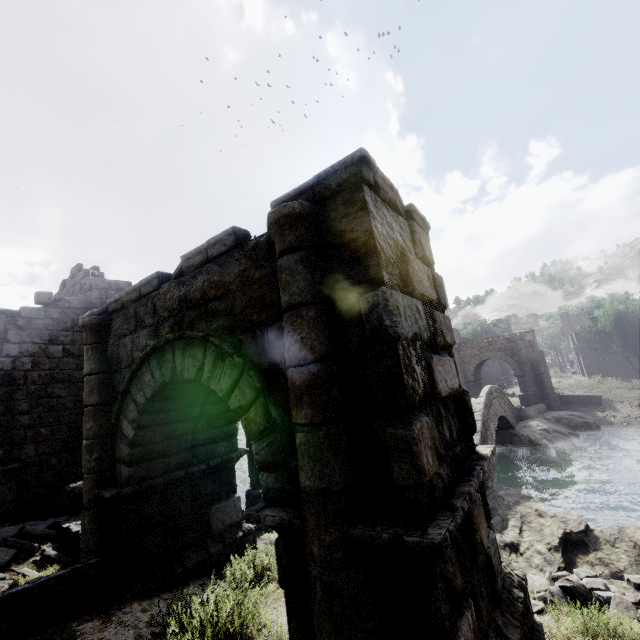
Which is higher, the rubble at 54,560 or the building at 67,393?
the building at 67,393

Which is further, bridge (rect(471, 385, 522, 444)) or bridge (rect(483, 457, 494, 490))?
bridge (rect(471, 385, 522, 444))

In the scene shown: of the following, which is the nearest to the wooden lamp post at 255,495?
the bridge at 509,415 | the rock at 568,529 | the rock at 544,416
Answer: the rock at 568,529

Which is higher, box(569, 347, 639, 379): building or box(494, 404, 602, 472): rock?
box(569, 347, 639, 379): building

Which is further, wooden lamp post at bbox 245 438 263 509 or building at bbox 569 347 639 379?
building at bbox 569 347 639 379

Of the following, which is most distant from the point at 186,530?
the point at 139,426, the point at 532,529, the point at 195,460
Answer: the point at 532,529

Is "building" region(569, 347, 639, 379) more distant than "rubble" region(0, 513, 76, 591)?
Yes

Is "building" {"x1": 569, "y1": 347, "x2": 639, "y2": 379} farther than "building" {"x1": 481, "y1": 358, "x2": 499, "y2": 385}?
No
